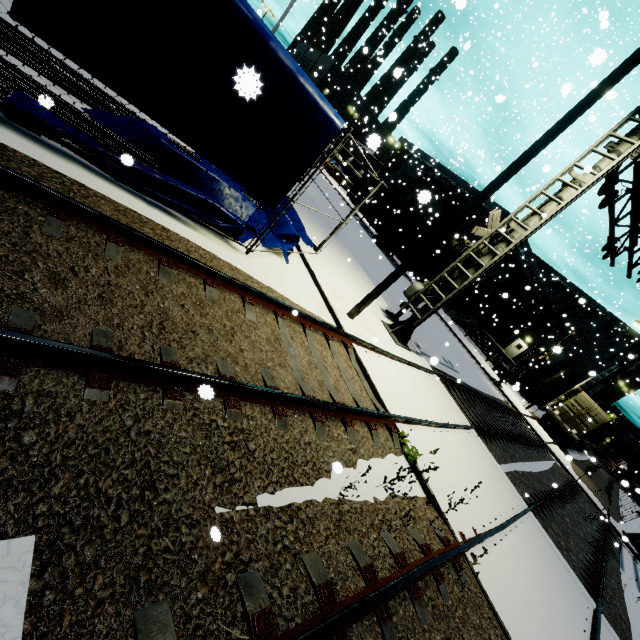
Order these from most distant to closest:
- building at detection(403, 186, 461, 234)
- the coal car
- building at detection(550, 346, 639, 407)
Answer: the coal car
building at detection(550, 346, 639, 407)
building at detection(403, 186, 461, 234)

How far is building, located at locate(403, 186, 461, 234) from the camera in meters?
18.3 m

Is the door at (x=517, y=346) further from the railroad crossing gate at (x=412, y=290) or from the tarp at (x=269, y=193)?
the railroad crossing gate at (x=412, y=290)

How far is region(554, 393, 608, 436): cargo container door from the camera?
24.5m

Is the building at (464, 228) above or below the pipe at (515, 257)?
below

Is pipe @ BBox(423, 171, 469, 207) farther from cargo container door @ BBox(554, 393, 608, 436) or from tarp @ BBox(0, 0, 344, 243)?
tarp @ BBox(0, 0, 344, 243)

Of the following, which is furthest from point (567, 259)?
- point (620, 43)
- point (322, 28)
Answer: point (322, 28)
